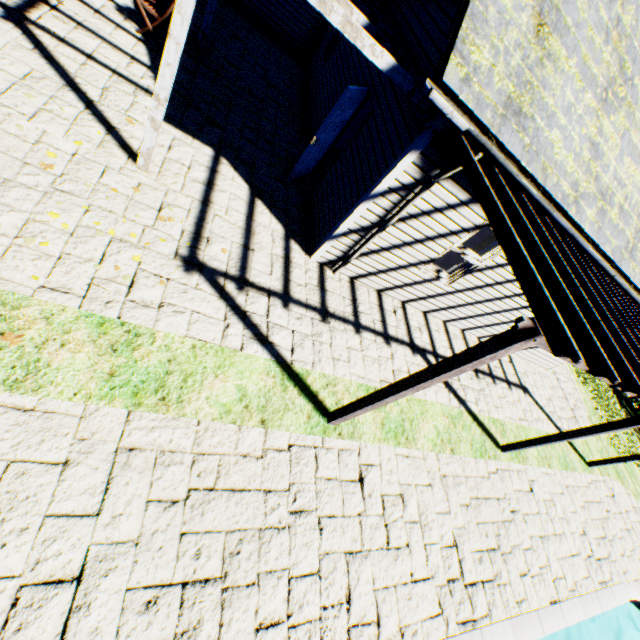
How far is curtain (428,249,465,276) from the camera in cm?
694

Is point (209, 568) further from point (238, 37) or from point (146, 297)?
point (238, 37)

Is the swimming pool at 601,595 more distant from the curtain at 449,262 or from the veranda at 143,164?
the curtain at 449,262

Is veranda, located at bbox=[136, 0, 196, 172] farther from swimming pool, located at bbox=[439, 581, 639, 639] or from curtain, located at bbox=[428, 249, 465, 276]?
swimming pool, located at bbox=[439, 581, 639, 639]

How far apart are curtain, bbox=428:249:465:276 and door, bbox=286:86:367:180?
3.1 meters

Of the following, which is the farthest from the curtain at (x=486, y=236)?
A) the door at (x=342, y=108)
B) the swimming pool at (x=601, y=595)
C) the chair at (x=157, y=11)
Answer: the chair at (x=157, y=11)
